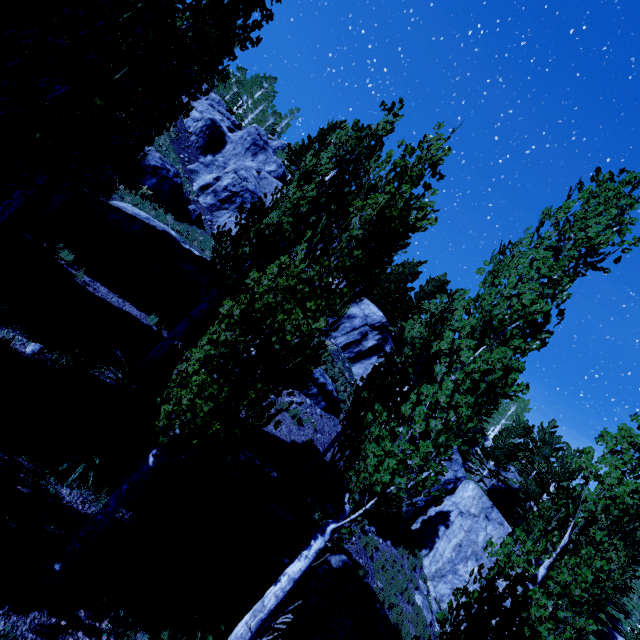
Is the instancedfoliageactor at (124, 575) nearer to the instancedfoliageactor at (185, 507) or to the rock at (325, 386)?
the instancedfoliageactor at (185, 507)

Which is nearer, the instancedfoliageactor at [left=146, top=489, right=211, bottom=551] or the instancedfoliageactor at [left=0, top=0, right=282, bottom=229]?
the instancedfoliageactor at [left=0, top=0, right=282, bottom=229]

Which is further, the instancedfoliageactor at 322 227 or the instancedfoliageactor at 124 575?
the instancedfoliageactor at 124 575

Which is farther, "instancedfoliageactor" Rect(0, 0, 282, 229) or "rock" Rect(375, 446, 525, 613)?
"rock" Rect(375, 446, 525, 613)

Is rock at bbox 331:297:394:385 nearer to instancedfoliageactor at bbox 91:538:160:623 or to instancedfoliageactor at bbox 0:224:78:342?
instancedfoliageactor at bbox 0:224:78:342

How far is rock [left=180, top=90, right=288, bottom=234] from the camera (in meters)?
24.94

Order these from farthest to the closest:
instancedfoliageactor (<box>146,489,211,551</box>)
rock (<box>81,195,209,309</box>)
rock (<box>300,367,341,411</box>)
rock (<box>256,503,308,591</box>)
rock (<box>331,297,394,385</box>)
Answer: rock (<box>331,297,394,385</box>)
rock (<box>300,367,341,411</box>)
rock (<box>81,195,209,309</box>)
rock (<box>256,503,308,591</box>)
instancedfoliageactor (<box>146,489,211,551</box>)

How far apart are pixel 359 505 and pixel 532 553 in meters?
2.5
